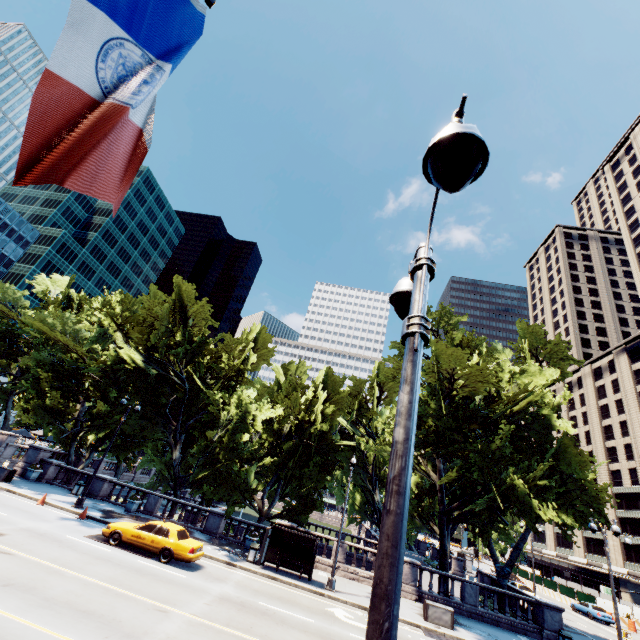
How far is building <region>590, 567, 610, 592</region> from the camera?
56.4m

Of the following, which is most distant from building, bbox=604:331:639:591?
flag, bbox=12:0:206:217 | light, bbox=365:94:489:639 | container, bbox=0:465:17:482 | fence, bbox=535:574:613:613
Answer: container, bbox=0:465:17:482

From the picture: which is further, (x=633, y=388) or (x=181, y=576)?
(x=633, y=388)

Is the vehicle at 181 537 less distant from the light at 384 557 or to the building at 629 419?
the light at 384 557

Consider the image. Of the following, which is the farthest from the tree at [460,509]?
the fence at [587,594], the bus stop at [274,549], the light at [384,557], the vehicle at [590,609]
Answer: the light at [384,557]

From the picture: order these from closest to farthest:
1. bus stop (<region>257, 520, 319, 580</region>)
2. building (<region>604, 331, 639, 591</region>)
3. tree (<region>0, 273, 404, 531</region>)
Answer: bus stop (<region>257, 520, 319, 580</region>), tree (<region>0, 273, 404, 531</region>), building (<region>604, 331, 639, 591</region>)

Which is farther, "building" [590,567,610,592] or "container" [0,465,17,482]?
"building" [590,567,610,592]

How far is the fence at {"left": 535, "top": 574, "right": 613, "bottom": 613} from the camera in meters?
39.5
